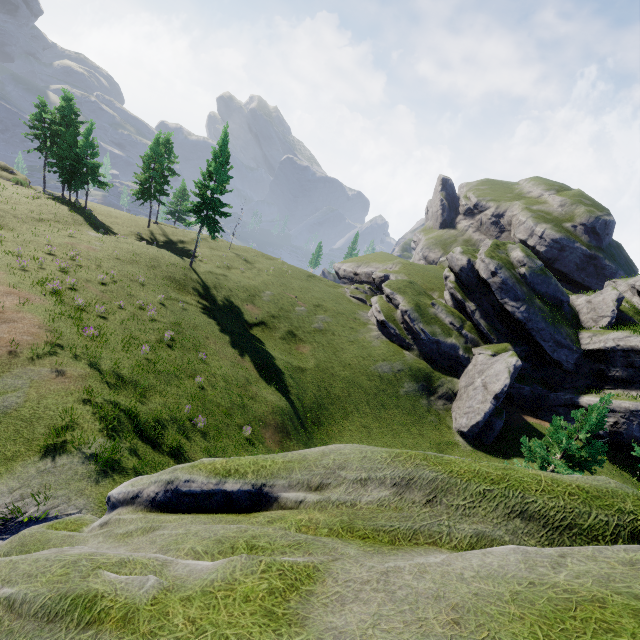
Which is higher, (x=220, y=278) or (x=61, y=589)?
(x=61, y=589)

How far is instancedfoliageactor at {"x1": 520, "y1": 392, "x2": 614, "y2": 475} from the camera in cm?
1566

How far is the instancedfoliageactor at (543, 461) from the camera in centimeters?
1566cm
